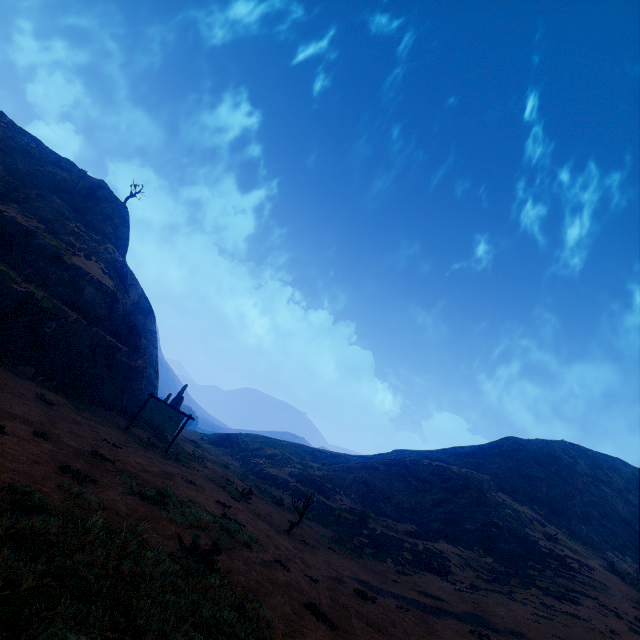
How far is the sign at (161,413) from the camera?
17.0 meters

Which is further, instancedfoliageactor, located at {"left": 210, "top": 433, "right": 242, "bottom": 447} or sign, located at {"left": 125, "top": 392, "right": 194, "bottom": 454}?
instancedfoliageactor, located at {"left": 210, "top": 433, "right": 242, "bottom": 447}

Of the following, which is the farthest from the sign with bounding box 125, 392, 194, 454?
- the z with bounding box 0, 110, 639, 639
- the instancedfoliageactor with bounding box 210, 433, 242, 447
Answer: the instancedfoliageactor with bounding box 210, 433, 242, 447

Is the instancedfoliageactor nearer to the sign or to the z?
A: the z

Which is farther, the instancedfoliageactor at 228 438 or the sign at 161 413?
the instancedfoliageactor at 228 438

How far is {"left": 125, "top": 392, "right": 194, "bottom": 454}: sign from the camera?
16.96m

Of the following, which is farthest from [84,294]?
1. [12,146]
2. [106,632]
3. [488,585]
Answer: [488,585]

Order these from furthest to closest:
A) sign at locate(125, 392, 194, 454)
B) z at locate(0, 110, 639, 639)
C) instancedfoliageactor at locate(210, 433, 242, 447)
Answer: instancedfoliageactor at locate(210, 433, 242, 447) < sign at locate(125, 392, 194, 454) < z at locate(0, 110, 639, 639)
